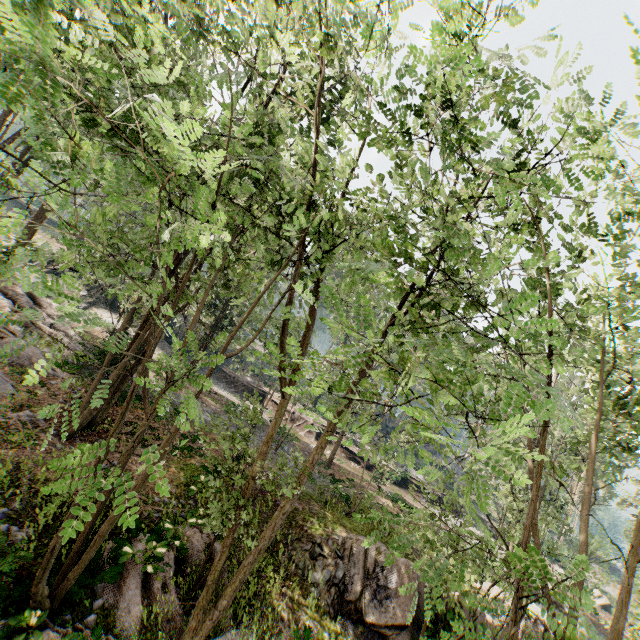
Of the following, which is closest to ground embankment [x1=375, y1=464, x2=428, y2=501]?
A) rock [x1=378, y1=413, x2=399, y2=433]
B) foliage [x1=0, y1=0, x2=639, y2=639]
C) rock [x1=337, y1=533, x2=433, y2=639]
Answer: foliage [x1=0, y1=0, x2=639, y2=639]

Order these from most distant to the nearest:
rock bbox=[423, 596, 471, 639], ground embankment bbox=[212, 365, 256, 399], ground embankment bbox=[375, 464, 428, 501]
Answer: ground embankment bbox=[212, 365, 256, 399]
ground embankment bbox=[375, 464, 428, 501]
rock bbox=[423, 596, 471, 639]

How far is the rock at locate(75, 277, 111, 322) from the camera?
31.7m

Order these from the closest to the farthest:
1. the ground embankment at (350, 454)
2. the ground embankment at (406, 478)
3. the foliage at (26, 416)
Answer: the foliage at (26, 416)
the ground embankment at (406, 478)
the ground embankment at (350, 454)

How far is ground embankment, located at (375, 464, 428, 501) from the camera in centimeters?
2747cm

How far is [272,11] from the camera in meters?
10.6

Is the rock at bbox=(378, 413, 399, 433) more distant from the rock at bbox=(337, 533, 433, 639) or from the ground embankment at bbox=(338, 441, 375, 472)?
the rock at bbox=(337, 533, 433, 639)

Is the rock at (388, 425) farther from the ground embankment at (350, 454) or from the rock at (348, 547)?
the rock at (348, 547)
